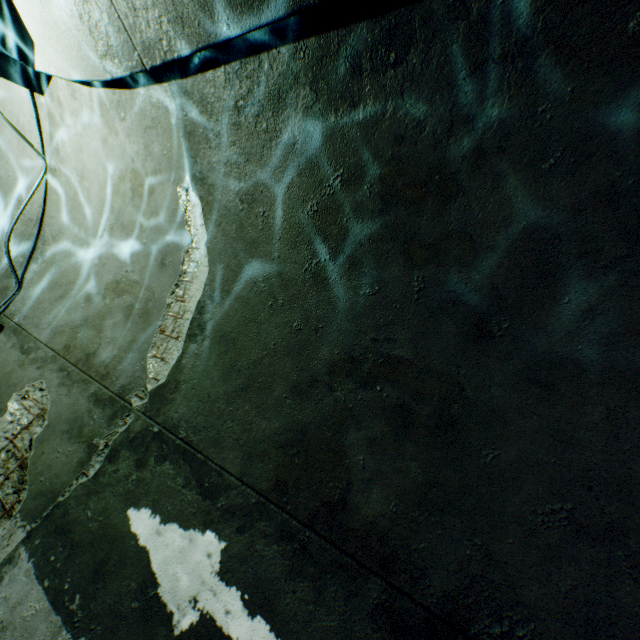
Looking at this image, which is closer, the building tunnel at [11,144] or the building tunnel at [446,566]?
the building tunnel at [446,566]

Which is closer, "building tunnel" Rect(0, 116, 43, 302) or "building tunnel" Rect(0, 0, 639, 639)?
"building tunnel" Rect(0, 0, 639, 639)

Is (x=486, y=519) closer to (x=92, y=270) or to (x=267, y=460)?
(x=267, y=460)
